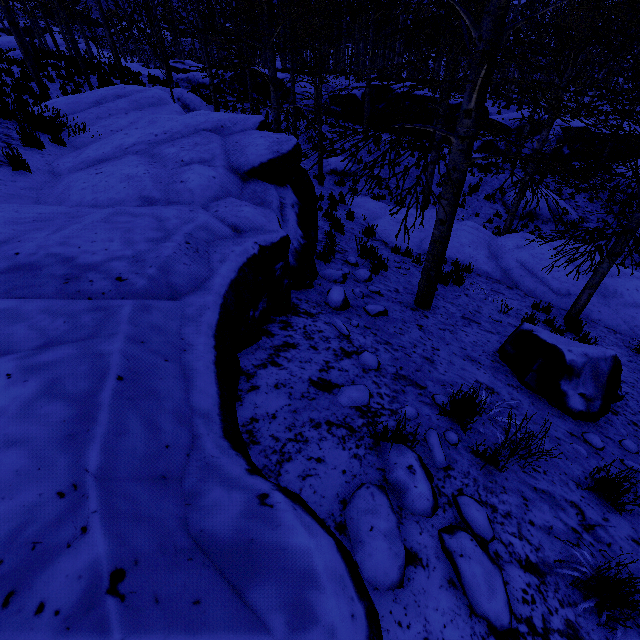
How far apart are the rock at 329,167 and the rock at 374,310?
13.31m

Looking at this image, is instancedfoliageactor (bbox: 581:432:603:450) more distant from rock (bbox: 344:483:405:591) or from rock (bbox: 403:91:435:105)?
rock (bbox: 403:91:435:105)

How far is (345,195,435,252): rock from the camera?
10.3m

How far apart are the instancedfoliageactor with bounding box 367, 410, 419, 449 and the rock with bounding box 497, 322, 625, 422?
2.7 meters

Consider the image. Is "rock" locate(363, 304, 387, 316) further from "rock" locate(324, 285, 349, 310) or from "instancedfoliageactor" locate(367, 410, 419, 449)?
"instancedfoliageactor" locate(367, 410, 419, 449)

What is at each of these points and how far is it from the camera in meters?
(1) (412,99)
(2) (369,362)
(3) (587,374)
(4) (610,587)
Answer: (1) rock, 21.8 m
(2) rock, 3.4 m
(3) rock, 3.9 m
(4) instancedfoliageactor, 1.8 m

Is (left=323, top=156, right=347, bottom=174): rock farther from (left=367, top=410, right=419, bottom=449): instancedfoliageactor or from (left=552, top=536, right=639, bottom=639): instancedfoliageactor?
(left=552, top=536, right=639, bottom=639): instancedfoliageactor

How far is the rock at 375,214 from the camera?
10.3 meters
